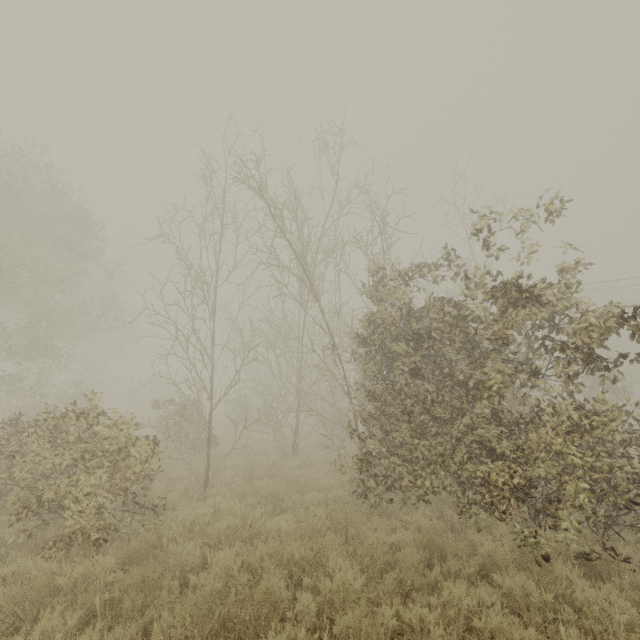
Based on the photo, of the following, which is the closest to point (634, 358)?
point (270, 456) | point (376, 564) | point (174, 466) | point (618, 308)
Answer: point (618, 308)
